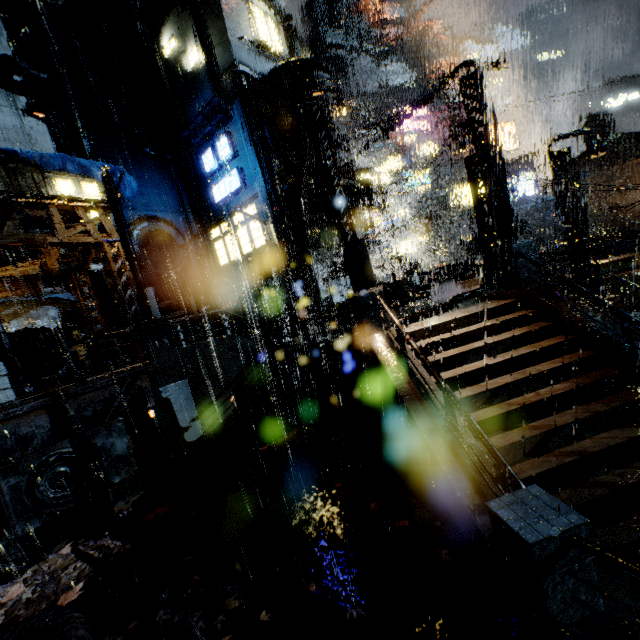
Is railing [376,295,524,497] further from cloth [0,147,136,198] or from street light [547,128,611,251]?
cloth [0,147,136,198]

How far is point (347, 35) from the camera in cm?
5791

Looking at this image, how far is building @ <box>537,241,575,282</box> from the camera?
20.02m

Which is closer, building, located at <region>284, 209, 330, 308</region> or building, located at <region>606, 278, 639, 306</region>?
building, located at <region>284, 209, 330, 308</region>

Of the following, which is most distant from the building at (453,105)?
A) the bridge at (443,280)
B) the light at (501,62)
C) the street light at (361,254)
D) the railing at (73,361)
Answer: the street light at (361,254)

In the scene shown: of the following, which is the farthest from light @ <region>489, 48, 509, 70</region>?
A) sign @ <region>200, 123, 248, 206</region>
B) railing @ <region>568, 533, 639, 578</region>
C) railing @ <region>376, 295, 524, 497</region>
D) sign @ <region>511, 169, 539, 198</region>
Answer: sign @ <region>511, 169, 539, 198</region>

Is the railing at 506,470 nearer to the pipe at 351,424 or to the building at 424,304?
the building at 424,304

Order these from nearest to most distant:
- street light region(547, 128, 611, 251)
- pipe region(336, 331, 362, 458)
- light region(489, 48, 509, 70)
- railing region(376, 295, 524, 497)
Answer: railing region(376, 295, 524, 497) → pipe region(336, 331, 362, 458) → light region(489, 48, 509, 70) → street light region(547, 128, 611, 251)
